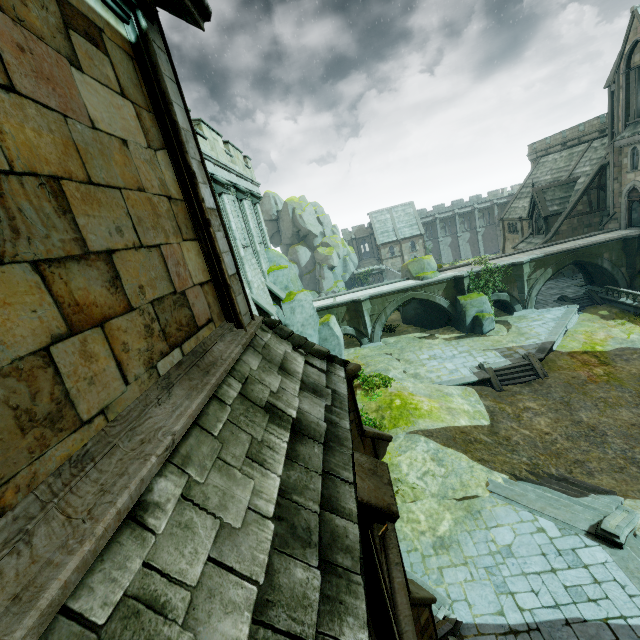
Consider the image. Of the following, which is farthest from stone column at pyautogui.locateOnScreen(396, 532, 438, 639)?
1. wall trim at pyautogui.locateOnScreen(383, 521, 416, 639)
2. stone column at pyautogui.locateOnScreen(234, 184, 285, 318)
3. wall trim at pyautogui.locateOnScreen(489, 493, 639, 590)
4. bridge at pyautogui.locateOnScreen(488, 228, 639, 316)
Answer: bridge at pyautogui.locateOnScreen(488, 228, 639, 316)

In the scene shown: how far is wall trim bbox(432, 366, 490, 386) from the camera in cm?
2128

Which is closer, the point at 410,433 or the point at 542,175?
the point at 410,433

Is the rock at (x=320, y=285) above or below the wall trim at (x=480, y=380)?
above

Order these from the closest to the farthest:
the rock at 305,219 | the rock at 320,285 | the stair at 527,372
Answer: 1. the stair at 527,372
2. the rock at 320,285
3. the rock at 305,219

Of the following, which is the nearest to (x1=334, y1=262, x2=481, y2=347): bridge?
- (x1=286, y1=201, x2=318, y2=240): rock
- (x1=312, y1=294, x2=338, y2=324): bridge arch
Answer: (x1=312, y1=294, x2=338, y2=324): bridge arch

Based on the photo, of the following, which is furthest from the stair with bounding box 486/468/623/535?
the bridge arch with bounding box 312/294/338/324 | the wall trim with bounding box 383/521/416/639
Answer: the bridge arch with bounding box 312/294/338/324

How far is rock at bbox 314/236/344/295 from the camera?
57.62m
